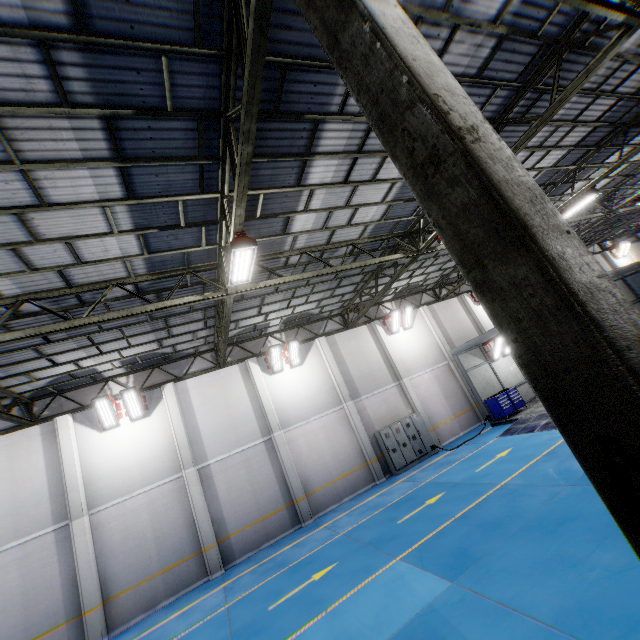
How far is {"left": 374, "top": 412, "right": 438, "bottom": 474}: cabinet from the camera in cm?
1608

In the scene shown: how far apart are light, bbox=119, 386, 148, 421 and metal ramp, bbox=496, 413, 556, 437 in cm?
1584

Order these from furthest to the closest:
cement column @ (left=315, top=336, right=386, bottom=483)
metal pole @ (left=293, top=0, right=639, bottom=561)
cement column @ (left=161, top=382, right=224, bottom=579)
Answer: cement column @ (left=315, top=336, right=386, bottom=483) < cement column @ (left=161, top=382, right=224, bottom=579) < metal pole @ (left=293, top=0, right=639, bottom=561)

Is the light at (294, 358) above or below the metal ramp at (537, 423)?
above

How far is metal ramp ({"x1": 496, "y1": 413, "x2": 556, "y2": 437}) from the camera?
12.94m

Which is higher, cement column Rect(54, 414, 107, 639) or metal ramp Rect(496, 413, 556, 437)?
cement column Rect(54, 414, 107, 639)

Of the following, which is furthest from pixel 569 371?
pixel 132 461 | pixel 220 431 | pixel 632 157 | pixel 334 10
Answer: pixel 632 157

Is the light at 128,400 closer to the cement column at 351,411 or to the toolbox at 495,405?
the cement column at 351,411
